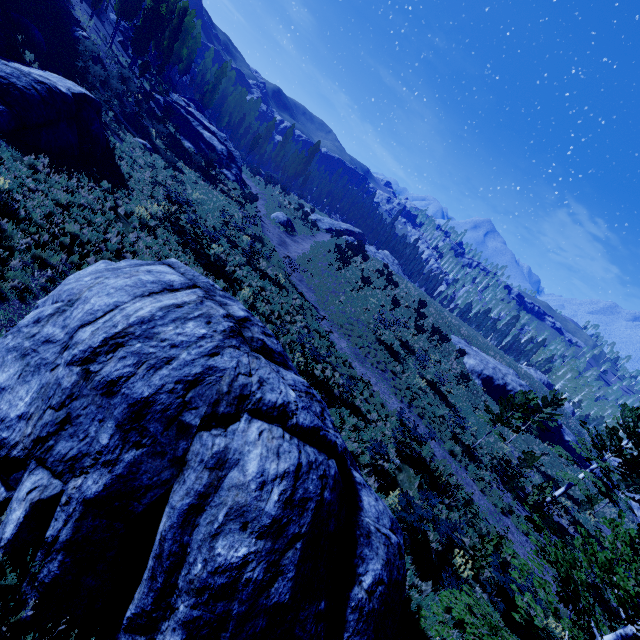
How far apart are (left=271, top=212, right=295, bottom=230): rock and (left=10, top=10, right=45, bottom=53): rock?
20.7 meters

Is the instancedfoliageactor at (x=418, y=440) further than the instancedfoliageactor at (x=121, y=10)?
No

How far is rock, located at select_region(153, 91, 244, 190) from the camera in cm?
3525

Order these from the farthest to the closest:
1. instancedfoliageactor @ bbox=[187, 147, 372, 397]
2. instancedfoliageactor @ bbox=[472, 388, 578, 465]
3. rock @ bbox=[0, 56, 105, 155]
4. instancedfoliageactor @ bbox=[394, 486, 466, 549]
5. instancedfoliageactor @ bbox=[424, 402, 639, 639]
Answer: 1. instancedfoliageactor @ bbox=[472, 388, 578, 465]
2. instancedfoliageactor @ bbox=[187, 147, 372, 397]
3. rock @ bbox=[0, 56, 105, 155]
4. instancedfoliageactor @ bbox=[394, 486, 466, 549]
5. instancedfoliageactor @ bbox=[424, 402, 639, 639]

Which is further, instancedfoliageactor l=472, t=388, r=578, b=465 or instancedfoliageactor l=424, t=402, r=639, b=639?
instancedfoliageactor l=472, t=388, r=578, b=465

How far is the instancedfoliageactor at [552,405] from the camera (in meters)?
18.67

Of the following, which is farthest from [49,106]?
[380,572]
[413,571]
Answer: [413,571]

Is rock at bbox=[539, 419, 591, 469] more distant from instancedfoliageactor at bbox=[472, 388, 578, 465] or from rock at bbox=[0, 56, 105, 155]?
rock at bbox=[0, 56, 105, 155]
